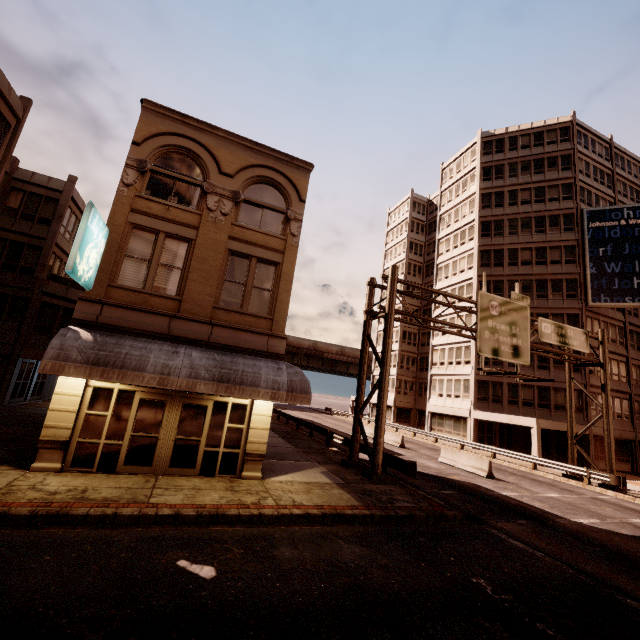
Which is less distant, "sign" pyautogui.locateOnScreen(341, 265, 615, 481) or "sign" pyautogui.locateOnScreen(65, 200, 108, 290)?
"sign" pyautogui.locateOnScreen(65, 200, 108, 290)

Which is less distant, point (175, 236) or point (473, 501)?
point (175, 236)

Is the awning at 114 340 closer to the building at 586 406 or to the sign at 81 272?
the sign at 81 272

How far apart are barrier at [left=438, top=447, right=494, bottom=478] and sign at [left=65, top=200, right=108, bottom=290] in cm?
2162

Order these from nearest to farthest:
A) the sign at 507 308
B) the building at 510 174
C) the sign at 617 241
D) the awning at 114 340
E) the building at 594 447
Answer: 1. the awning at 114 340
2. the sign at 507 308
3. the building at 594 447
4. the sign at 617 241
5. the building at 510 174

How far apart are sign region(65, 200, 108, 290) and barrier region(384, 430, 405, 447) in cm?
2426

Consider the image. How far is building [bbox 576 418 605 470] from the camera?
29.0 meters

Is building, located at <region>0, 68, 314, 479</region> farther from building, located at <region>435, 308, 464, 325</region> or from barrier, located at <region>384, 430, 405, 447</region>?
building, located at <region>435, 308, 464, 325</region>
